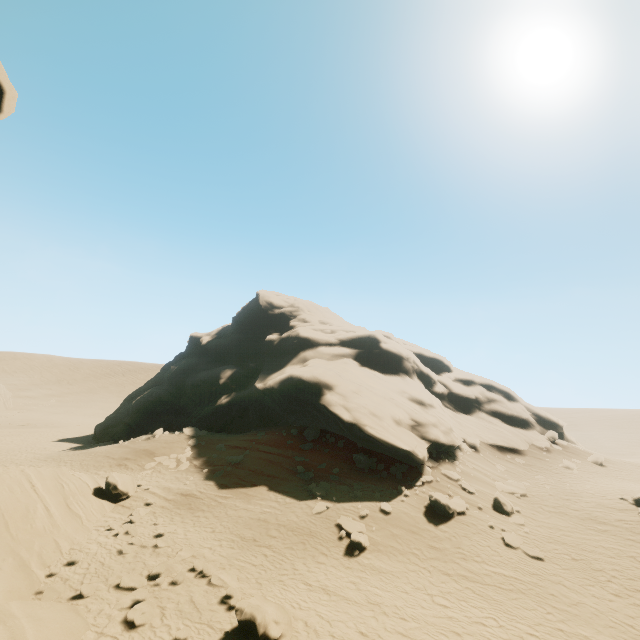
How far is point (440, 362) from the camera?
38.6 meters

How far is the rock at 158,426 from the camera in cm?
2345

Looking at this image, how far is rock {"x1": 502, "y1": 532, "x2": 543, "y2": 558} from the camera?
14.51m

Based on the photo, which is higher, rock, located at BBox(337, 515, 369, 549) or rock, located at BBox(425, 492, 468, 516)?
rock, located at BBox(425, 492, 468, 516)

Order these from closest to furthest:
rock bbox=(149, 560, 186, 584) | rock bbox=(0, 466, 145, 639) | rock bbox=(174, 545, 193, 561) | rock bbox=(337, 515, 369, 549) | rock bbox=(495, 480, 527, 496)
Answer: rock bbox=(0, 466, 145, 639)
rock bbox=(149, 560, 186, 584)
rock bbox=(174, 545, 193, 561)
rock bbox=(337, 515, 369, 549)
rock bbox=(495, 480, 527, 496)

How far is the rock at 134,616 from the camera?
9.5m

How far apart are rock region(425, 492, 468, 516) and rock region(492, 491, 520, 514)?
2.18m
